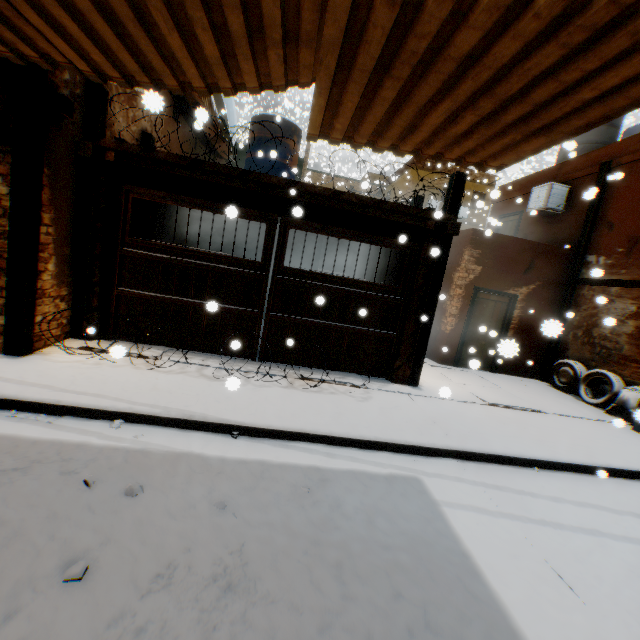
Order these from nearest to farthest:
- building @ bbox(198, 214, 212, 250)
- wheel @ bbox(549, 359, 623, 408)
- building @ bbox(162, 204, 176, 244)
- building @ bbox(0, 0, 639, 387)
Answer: building @ bbox(0, 0, 639, 387)
wheel @ bbox(549, 359, 623, 408)
building @ bbox(162, 204, 176, 244)
building @ bbox(198, 214, 212, 250)

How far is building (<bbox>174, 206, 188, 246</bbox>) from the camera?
9.7m

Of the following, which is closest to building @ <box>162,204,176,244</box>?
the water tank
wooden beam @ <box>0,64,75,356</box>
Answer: wooden beam @ <box>0,64,75,356</box>

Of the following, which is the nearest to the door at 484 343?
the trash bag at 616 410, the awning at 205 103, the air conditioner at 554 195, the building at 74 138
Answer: the building at 74 138

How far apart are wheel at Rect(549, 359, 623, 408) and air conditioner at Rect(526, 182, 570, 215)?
3.6m

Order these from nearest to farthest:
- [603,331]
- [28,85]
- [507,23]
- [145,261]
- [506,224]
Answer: [507,23], [28,85], [145,261], [603,331], [506,224]

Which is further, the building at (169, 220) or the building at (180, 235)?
the building at (180, 235)

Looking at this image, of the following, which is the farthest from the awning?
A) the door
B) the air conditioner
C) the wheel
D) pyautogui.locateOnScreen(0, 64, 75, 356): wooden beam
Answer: the air conditioner
